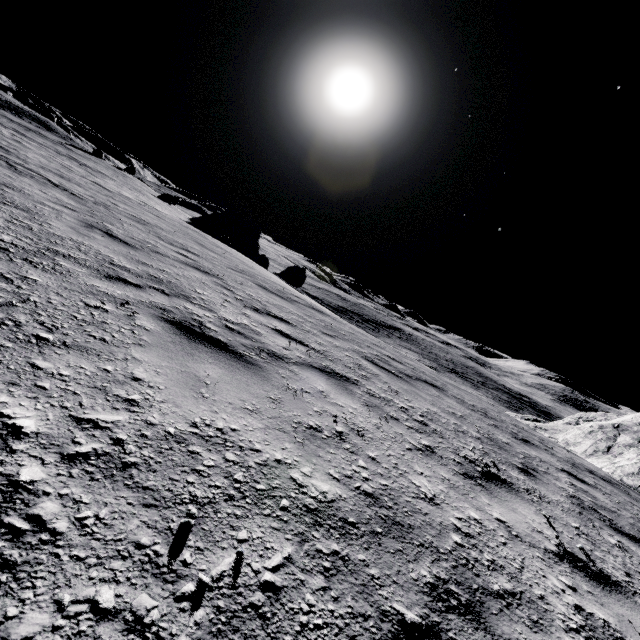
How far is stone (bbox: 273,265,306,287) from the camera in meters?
25.2 m

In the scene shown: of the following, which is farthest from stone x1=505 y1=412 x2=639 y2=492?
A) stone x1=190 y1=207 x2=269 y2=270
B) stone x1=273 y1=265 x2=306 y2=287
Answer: stone x1=190 y1=207 x2=269 y2=270

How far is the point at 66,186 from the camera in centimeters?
920cm

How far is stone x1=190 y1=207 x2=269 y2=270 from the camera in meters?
35.1 m

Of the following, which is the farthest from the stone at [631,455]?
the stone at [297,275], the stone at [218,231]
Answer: the stone at [218,231]
